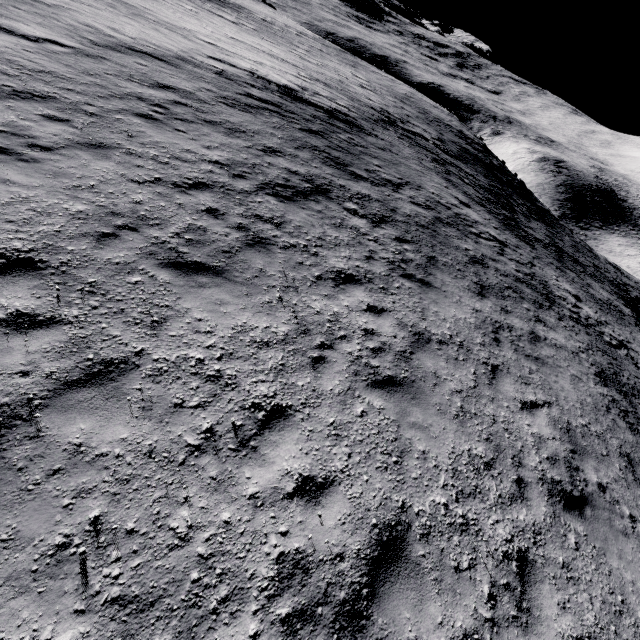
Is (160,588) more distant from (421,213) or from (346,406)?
(421,213)
